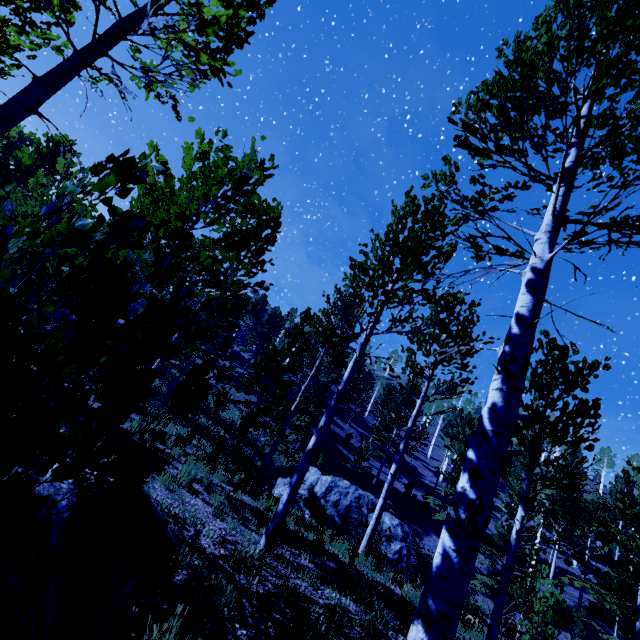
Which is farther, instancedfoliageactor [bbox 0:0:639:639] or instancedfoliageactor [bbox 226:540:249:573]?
instancedfoliageactor [bbox 226:540:249:573]

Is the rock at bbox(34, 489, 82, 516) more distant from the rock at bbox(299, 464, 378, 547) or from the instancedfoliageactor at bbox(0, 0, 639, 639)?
the rock at bbox(299, 464, 378, 547)

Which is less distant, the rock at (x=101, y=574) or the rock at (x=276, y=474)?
the rock at (x=101, y=574)

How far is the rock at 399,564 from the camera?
13.7 meters

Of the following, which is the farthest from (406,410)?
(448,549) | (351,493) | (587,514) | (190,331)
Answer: (448,549)

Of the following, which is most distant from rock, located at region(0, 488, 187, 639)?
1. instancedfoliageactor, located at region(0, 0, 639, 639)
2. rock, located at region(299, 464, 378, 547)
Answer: rock, located at region(299, 464, 378, 547)

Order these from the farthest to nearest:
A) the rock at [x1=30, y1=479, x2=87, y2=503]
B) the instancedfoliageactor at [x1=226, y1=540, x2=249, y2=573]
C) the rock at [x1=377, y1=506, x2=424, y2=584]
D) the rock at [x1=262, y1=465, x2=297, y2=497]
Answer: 1. the rock at [x1=262, y1=465, x2=297, y2=497]
2. the rock at [x1=377, y1=506, x2=424, y2=584]
3. the instancedfoliageactor at [x1=226, y1=540, x2=249, y2=573]
4. the rock at [x1=30, y1=479, x2=87, y2=503]
